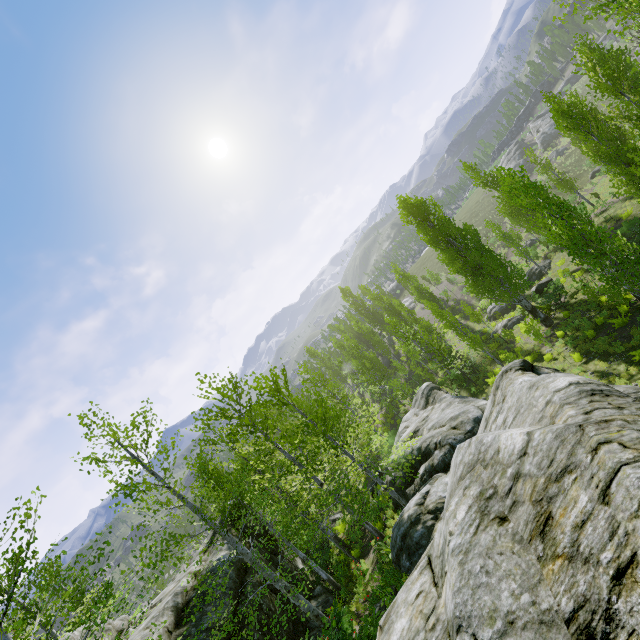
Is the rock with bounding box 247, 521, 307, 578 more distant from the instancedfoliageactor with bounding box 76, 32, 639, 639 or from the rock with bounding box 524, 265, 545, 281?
the rock with bounding box 524, 265, 545, 281

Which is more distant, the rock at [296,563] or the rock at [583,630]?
the rock at [296,563]

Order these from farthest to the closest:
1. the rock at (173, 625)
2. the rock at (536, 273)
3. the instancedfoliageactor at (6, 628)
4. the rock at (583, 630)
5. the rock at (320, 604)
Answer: the rock at (536, 273) < the rock at (320, 604) < the rock at (173, 625) < the instancedfoliageactor at (6, 628) < the rock at (583, 630)

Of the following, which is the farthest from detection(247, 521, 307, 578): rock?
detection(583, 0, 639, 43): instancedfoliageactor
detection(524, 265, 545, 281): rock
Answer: detection(524, 265, 545, 281): rock

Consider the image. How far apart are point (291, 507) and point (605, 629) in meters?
15.0 m

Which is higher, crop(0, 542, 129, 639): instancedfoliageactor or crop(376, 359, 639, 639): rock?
crop(0, 542, 129, 639): instancedfoliageactor
